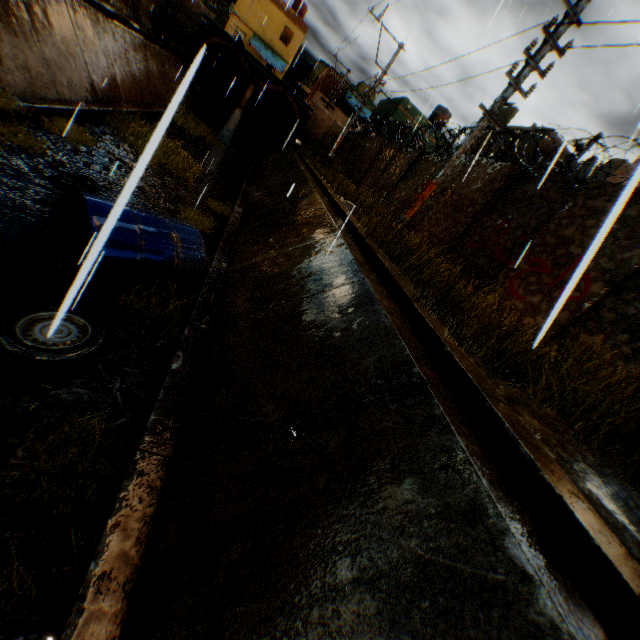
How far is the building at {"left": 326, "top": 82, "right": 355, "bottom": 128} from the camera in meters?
34.9

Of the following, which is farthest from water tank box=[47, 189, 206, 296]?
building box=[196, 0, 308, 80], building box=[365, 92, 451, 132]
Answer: building box=[365, 92, 451, 132]

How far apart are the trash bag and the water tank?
1.2m

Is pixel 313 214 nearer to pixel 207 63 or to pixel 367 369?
pixel 367 369

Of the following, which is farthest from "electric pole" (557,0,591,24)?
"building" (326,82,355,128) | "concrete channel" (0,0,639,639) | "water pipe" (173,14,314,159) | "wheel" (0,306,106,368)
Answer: "building" (326,82,355,128)

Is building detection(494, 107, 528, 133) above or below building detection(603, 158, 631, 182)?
above

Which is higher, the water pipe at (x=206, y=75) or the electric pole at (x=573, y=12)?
the electric pole at (x=573, y=12)

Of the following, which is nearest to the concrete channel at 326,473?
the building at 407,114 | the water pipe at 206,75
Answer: the water pipe at 206,75
